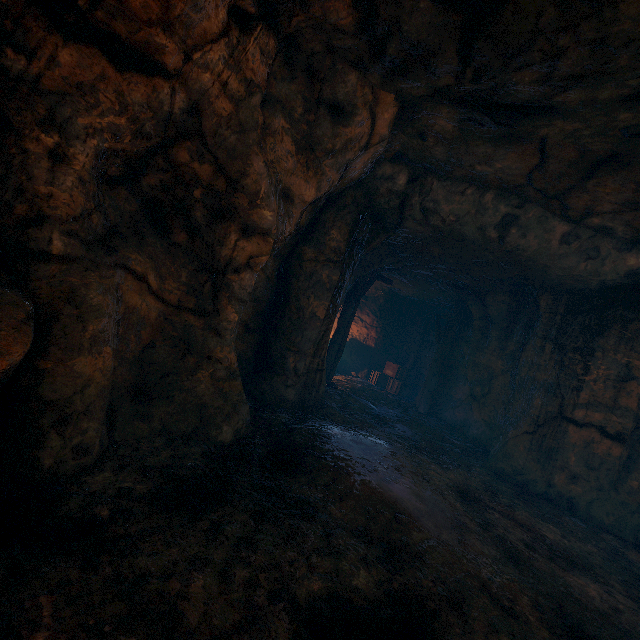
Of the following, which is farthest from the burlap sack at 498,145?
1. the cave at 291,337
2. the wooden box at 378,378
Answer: the wooden box at 378,378

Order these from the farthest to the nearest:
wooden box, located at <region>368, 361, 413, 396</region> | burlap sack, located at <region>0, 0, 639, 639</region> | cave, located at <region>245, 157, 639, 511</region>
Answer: wooden box, located at <region>368, 361, 413, 396</region>
cave, located at <region>245, 157, 639, 511</region>
burlap sack, located at <region>0, 0, 639, 639</region>

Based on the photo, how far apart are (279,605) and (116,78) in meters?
4.0

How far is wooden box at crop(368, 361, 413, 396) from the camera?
14.06m

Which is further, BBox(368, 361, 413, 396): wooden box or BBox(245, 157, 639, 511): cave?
BBox(368, 361, 413, 396): wooden box

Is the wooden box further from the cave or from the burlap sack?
the burlap sack
